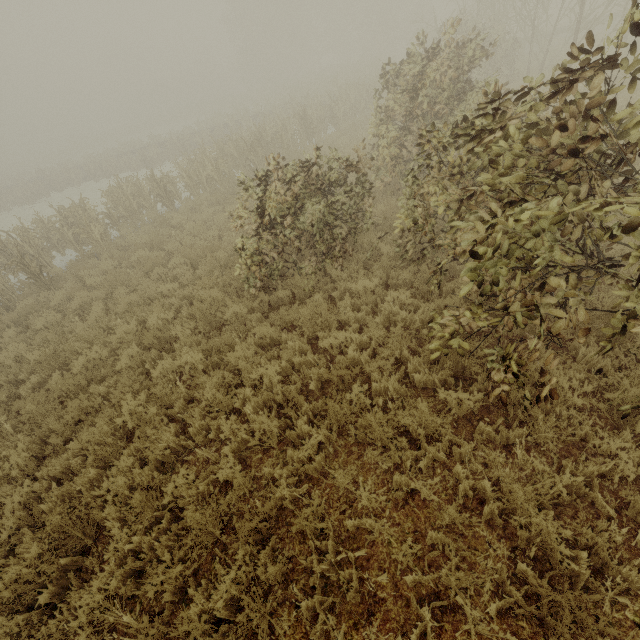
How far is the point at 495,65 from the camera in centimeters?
1577cm
